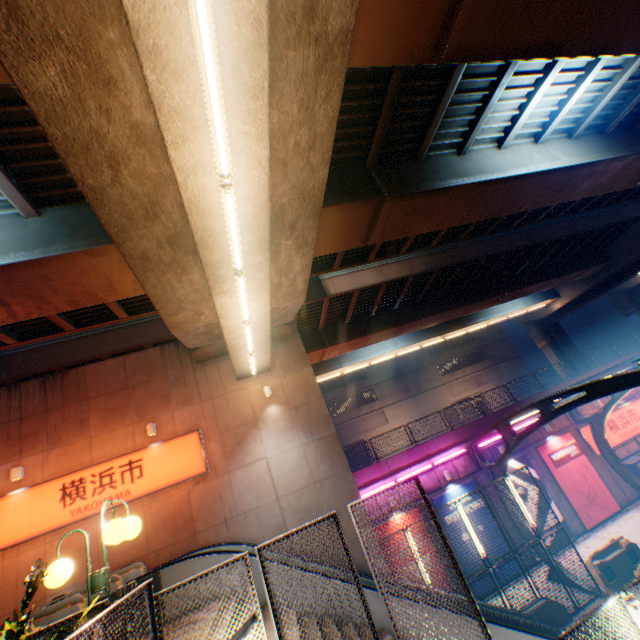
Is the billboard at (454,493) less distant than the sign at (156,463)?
No

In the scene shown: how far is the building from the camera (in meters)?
39.03

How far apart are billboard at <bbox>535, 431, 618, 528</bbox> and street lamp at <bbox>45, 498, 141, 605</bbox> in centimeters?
2100cm

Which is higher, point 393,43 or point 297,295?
point 393,43

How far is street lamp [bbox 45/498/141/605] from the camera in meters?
3.8 m

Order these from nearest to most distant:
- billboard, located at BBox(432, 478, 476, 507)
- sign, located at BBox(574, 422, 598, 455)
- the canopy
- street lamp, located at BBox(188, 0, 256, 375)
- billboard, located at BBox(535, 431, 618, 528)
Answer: street lamp, located at BBox(188, 0, 256, 375), the canopy, billboard, located at BBox(432, 478, 476, 507), billboard, located at BBox(535, 431, 618, 528), sign, located at BBox(574, 422, 598, 455)

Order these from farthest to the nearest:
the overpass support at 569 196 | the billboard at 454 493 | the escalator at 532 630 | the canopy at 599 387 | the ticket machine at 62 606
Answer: the billboard at 454 493 < the canopy at 599 387 < the escalator at 532 630 < the ticket machine at 62 606 < the overpass support at 569 196

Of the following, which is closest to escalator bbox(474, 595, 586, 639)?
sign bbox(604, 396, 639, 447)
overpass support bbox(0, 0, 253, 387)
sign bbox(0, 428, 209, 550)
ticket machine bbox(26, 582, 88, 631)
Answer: ticket machine bbox(26, 582, 88, 631)
